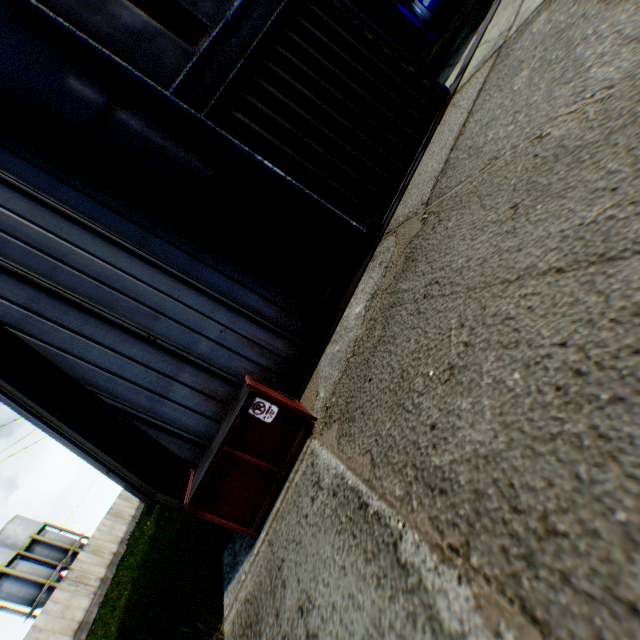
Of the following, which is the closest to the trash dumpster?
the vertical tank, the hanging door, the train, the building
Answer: the building

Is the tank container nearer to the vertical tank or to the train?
the train

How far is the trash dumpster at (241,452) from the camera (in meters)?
4.61

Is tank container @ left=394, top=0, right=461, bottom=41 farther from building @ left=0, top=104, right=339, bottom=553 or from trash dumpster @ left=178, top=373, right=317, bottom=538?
trash dumpster @ left=178, top=373, right=317, bottom=538

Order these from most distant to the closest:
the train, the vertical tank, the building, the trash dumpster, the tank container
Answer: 1. the vertical tank
2. the tank container
3. the train
4. the building
5. the trash dumpster

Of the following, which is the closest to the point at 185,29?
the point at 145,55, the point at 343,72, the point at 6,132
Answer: the point at 145,55

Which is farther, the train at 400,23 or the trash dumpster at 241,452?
the train at 400,23

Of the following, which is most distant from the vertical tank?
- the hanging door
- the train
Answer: the hanging door
